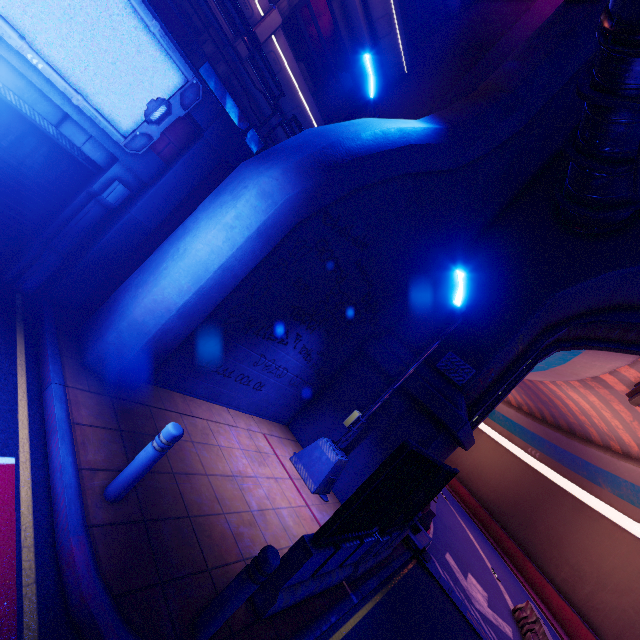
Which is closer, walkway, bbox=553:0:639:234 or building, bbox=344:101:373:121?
walkway, bbox=553:0:639:234

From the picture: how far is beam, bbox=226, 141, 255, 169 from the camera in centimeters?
625cm

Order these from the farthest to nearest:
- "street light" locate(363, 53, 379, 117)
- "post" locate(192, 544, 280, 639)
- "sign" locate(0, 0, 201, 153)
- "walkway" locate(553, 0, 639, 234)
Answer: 1. "street light" locate(363, 53, 379, 117)
2. "walkway" locate(553, 0, 639, 234)
3. "sign" locate(0, 0, 201, 153)
4. "post" locate(192, 544, 280, 639)

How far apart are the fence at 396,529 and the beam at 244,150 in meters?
5.8 m

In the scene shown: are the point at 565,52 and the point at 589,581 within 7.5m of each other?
no

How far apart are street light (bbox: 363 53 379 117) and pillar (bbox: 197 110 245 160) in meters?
6.9

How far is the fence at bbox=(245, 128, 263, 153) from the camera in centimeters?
712cm

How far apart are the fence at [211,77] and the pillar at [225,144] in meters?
0.6 m
